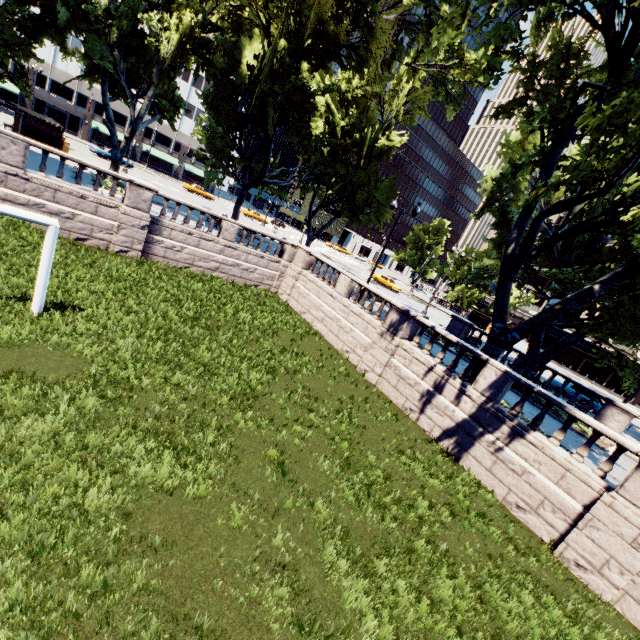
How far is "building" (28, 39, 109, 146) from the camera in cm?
5122

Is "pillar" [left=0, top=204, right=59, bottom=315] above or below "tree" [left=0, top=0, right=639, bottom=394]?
below

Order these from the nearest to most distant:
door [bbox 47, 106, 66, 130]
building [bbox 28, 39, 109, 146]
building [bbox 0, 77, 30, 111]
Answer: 1. building [bbox 0, 77, 30, 111]
2. building [bbox 28, 39, 109, 146]
3. door [bbox 47, 106, 66, 130]

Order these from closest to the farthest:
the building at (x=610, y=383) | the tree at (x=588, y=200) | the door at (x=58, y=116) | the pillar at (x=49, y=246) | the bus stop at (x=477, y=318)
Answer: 1. the pillar at (x=49, y=246)
2. the tree at (x=588, y=200)
3. the building at (x=610, y=383)
4. the bus stop at (x=477, y=318)
5. the door at (x=58, y=116)

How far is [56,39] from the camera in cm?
1838

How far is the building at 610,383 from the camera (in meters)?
41.50

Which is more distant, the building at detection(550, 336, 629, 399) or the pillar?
the building at detection(550, 336, 629, 399)

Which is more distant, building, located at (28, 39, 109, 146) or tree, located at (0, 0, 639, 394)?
building, located at (28, 39, 109, 146)
